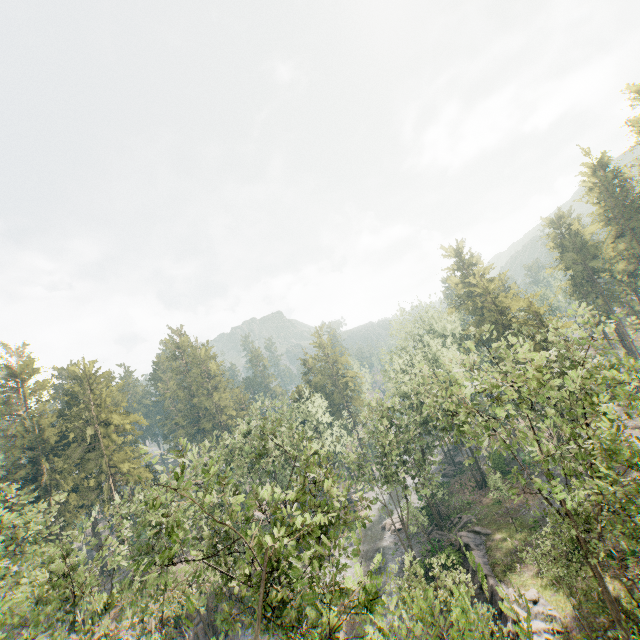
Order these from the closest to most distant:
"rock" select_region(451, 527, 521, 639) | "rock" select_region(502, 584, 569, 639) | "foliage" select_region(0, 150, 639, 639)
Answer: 1. "foliage" select_region(0, 150, 639, 639)
2. "rock" select_region(502, 584, 569, 639)
3. "rock" select_region(451, 527, 521, 639)

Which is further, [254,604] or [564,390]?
[564,390]

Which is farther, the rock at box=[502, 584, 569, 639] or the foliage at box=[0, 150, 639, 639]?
the rock at box=[502, 584, 569, 639]

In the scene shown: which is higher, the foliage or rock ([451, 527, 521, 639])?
the foliage

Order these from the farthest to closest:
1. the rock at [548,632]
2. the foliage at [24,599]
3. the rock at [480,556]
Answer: the rock at [480,556] → the rock at [548,632] → the foliage at [24,599]

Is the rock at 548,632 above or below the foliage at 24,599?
below
